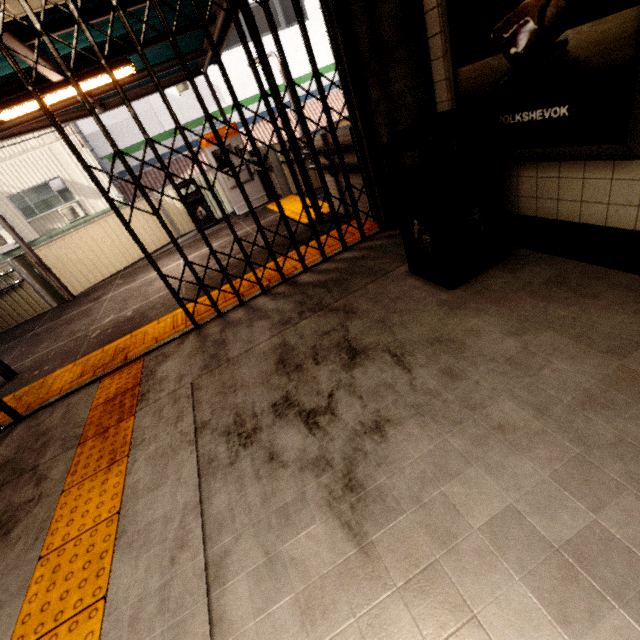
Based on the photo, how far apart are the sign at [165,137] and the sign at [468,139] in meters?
15.4

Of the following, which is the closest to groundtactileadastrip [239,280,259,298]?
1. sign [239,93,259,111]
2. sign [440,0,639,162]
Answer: sign [440,0,639,162]

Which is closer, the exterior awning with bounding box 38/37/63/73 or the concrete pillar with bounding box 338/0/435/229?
the concrete pillar with bounding box 338/0/435/229

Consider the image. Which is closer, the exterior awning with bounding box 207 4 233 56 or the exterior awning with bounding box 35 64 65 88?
the exterior awning with bounding box 35 64 65 88

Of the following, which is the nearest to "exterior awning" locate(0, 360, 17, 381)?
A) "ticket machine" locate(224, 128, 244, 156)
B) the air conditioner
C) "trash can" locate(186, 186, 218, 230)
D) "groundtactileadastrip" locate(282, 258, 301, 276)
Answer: "ticket machine" locate(224, 128, 244, 156)

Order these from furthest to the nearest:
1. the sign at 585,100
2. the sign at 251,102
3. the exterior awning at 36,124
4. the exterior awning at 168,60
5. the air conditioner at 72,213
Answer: the sign at 251,102 < the air conditioner at 72,213 < the exterior awning at 36,124 < the exterior awning at 168,60 < the sign at 585,100

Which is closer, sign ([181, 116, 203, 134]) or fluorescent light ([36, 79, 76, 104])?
fluorescent light ([36, 79, 76, 104])

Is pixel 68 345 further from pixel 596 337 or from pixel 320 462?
pixel 596 337
